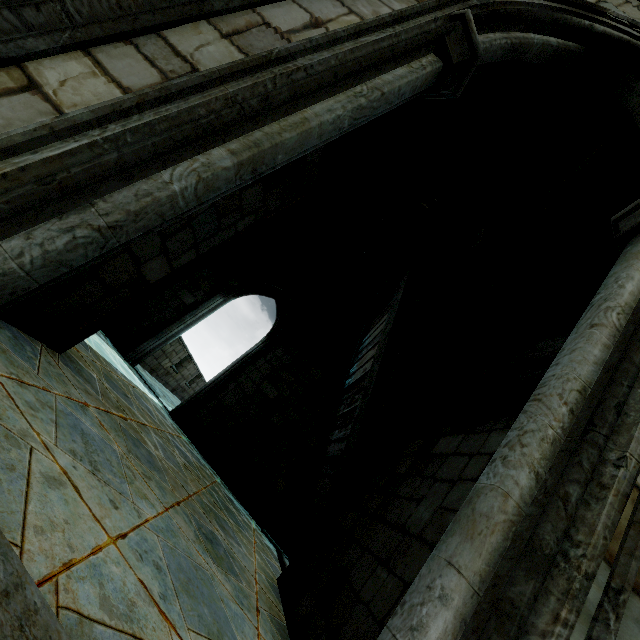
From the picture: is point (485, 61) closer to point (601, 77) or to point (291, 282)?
point (601, 77)
